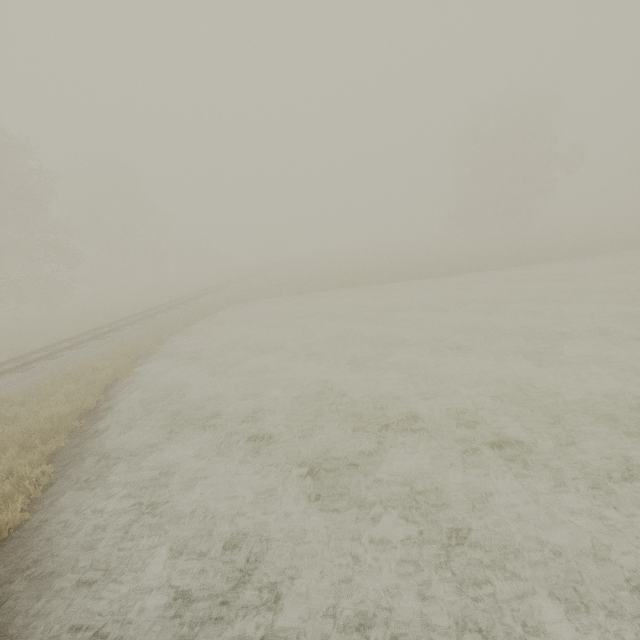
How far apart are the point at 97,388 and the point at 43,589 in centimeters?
731cm
